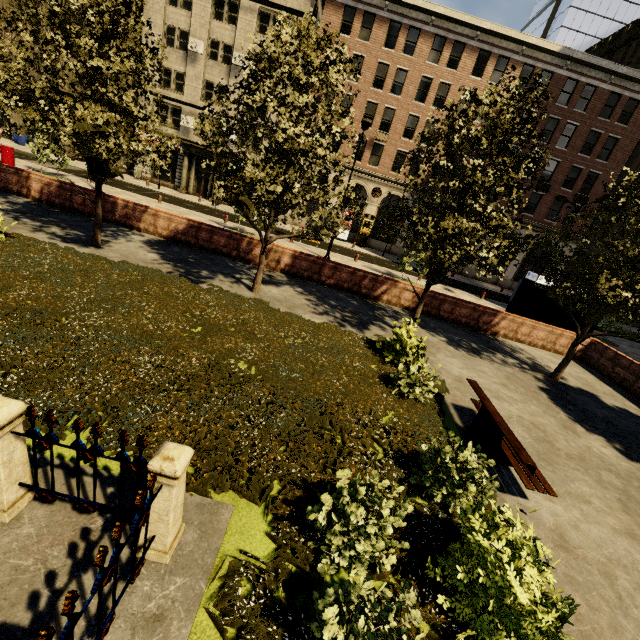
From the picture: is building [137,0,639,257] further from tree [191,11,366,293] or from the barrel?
the barrel

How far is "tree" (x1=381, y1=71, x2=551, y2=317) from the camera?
8.38m

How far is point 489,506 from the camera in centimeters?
539cm

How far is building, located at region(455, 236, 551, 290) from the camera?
33.2 meters

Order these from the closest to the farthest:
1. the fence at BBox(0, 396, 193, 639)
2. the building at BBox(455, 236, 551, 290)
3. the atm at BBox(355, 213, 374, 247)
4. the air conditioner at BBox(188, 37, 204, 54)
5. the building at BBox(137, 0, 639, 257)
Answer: the fence at BBox(0, 396, 193, 639)
the building at BBox(137, 0, 639, 257)
the air conditioner at BBox(188, 37, 204, 54)
the atm at BBox(355, 213, 374, 247)
the building at BBox(455, 236, 551, 290)

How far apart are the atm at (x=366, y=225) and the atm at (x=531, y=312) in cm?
1772

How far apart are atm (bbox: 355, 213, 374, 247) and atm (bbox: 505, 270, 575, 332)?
17.7m

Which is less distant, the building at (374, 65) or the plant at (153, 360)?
the plant at (153, 360)
